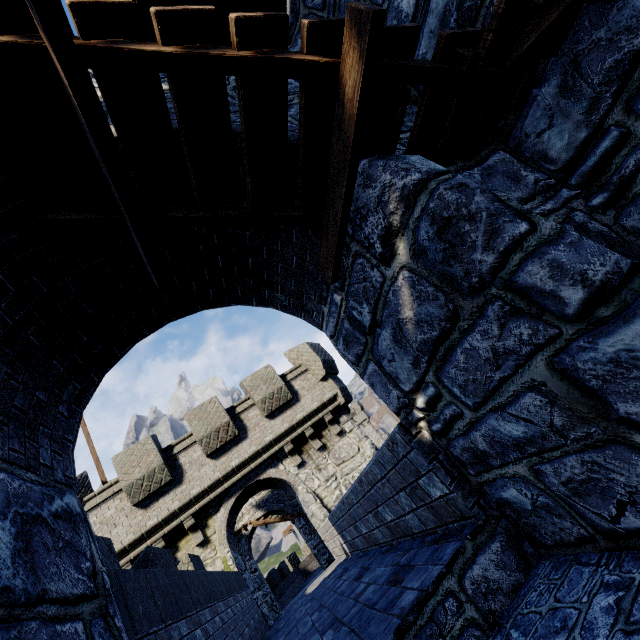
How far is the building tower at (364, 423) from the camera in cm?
5638

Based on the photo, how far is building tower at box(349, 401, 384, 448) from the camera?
56.4 meters

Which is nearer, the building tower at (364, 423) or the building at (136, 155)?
the building at (136, 155)

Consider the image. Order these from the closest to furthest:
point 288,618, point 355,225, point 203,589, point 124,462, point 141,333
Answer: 1. point 355,225
2. point 141,333
3. point 203,589
4. point 288,618
5. point 124,462

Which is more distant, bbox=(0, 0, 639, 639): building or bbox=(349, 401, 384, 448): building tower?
bbox=(349, 401, 384, 448): building tower

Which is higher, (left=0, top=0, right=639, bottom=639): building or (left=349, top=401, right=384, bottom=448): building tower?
(left=349, top=401, right=384, bottom=448): building tower
